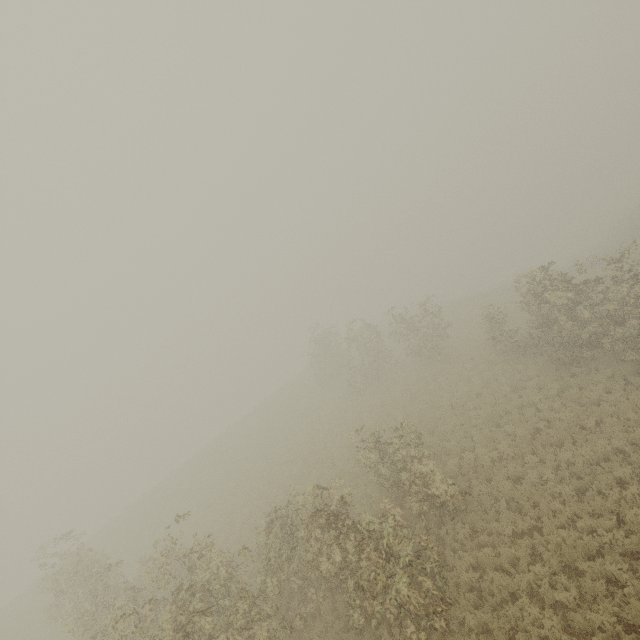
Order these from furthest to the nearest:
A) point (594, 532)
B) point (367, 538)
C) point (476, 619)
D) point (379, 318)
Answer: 1. point (379, 318)
2. point (367, 538)
3. point (594, 532)
4. point (476, 619)
